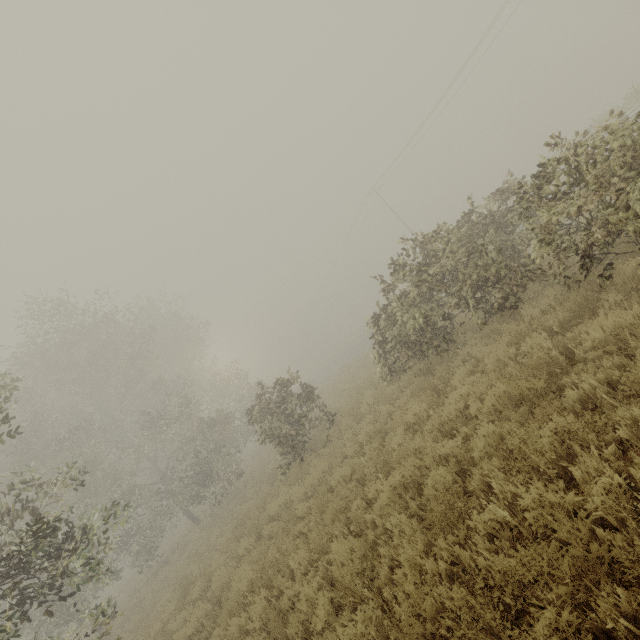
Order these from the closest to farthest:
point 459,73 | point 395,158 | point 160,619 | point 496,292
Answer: point 496,292 → point 160,619 → point 459,73 → point 395,158

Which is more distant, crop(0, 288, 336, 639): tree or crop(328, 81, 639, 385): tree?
crop(0, 288, 336, 639): tree

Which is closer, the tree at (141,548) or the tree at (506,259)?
the tree at (506,259)
